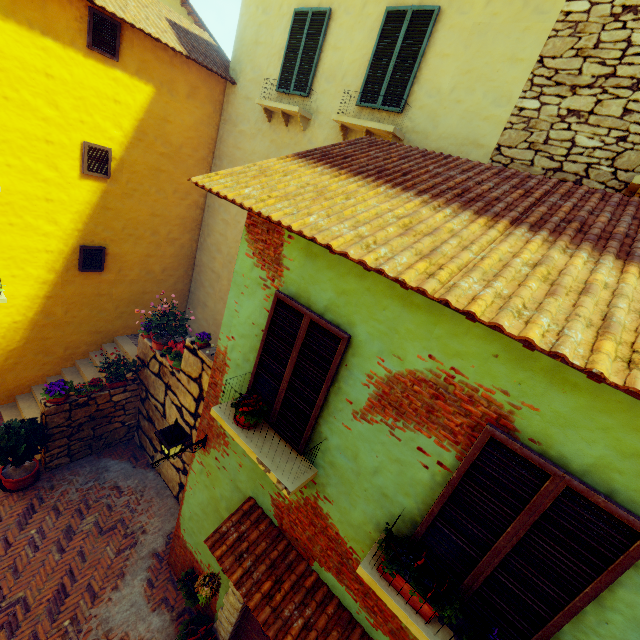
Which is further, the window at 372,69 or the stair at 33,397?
the stair at 33,397

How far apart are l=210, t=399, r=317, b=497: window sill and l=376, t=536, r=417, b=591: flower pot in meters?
1.1

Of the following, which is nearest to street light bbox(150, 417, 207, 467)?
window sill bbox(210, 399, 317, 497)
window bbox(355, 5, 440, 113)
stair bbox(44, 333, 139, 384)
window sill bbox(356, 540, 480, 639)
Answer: window sill bbox(210, 399, 317, 497)

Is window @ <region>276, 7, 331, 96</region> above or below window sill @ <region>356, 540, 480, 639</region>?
above

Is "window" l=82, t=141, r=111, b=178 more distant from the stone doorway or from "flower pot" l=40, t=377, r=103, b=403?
"flower pot" l=40, t=377, r=103, b=403

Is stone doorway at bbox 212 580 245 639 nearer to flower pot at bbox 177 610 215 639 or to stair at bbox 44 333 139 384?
flower pot at bbox 177 610 215 639

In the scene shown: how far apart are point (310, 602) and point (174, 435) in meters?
2.7

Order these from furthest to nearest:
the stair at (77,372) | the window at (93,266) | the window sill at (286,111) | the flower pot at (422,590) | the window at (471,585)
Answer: the stair at (77,372) → the window at (93,266) → the window sill at (286,111) → the flower pot at (422,590) → the window at (471,585)
